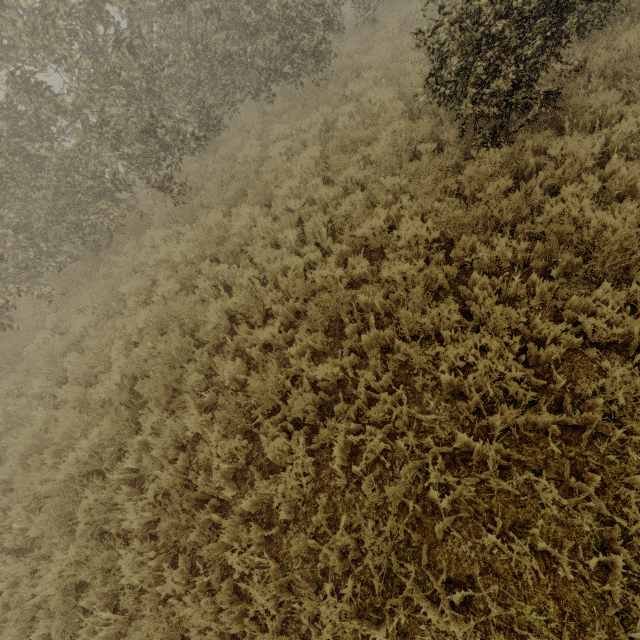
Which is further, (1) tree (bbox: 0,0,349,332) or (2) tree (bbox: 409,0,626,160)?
(1) tree (bbox: 0,0,349,332)

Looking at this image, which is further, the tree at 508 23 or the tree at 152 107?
the tree at 152 107

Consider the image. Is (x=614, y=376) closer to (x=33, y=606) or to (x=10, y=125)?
(x=33, y=606)
